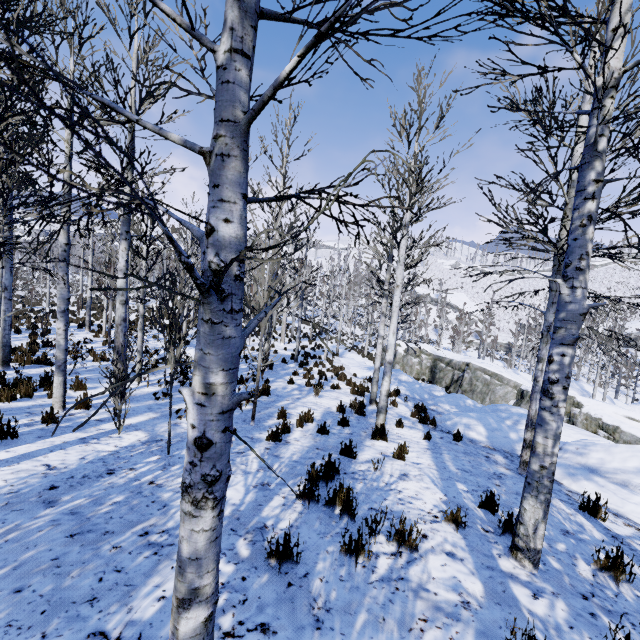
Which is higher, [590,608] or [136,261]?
[136,261]

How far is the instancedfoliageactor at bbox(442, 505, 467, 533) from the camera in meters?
3.9 m

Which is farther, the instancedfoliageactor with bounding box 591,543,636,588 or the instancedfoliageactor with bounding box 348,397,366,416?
the instancedfoliageactor with bounding box 348,397,366,416

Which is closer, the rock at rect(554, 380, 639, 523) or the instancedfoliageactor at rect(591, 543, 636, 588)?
the instancedfoliageactor at rect(591, 543, 636, 588)

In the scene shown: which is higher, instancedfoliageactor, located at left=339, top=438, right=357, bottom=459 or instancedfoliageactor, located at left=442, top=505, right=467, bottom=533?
instancedfoliageactor, located at left=442, top=505, right=467, bottom=533

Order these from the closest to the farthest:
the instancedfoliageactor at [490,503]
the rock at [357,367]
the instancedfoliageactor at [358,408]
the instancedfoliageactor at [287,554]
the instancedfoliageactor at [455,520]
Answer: the instancedfoliageactor at [287,554], the instancedfoliageactor at [455,520], the instancedfoliageactor at [490,503], the instancedfoliageactor at [358,408], the rock at [357,367]

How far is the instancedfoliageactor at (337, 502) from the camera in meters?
3.8 m
